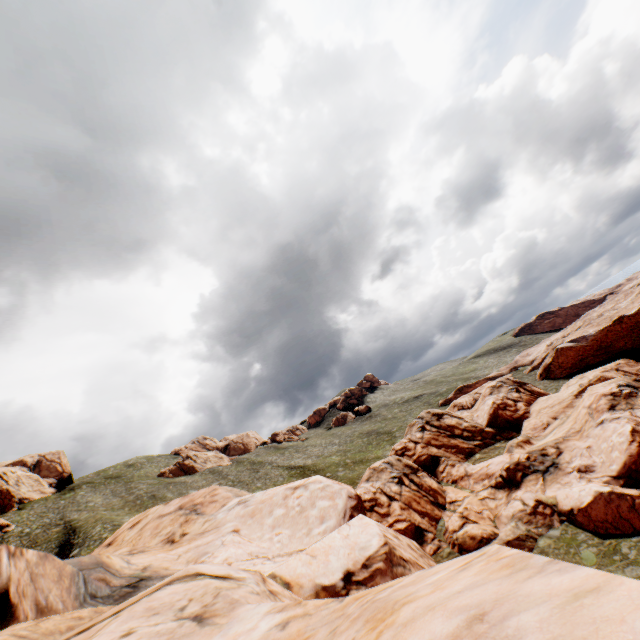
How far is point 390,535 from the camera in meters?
12.8 m

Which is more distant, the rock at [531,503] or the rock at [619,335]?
the rock at [619,335]

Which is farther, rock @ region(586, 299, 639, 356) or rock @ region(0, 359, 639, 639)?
rock @ region(586, 299, 639, 356)
